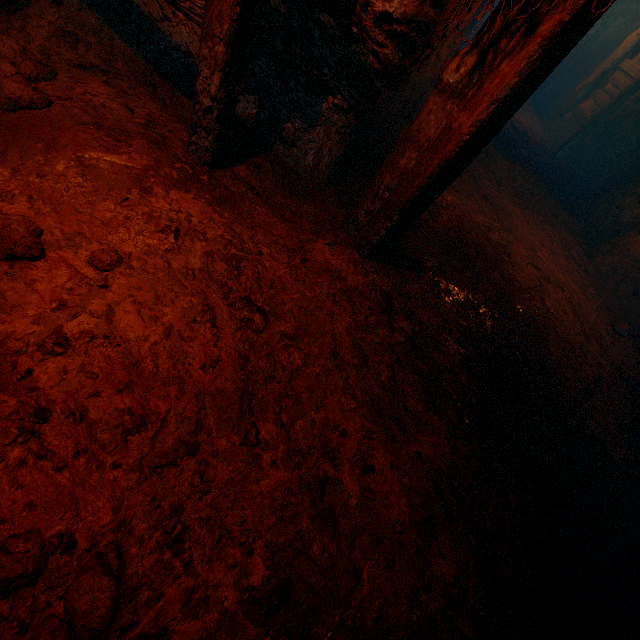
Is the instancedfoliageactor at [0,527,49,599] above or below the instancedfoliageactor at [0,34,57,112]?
below

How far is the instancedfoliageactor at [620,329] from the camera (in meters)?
4.84

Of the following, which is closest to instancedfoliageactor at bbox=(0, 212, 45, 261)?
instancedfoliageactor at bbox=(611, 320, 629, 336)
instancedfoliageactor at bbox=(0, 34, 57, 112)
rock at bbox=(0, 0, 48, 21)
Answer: instancedfoliageactor at bbox=(0, 34, 57, 112)

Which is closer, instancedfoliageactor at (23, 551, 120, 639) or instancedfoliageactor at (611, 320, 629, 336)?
instancedfoliageactor at (23, 551, 120, 639)

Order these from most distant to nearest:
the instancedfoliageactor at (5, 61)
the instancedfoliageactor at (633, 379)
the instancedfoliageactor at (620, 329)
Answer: the instancedfoliageactor at (620, 329)
the instancedfoliageactor at (633, 379)
the instancedfoliageactor at (5, 61)

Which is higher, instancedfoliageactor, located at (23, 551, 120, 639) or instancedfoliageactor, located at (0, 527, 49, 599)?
instancedfoliageactor, located at (0, 527, 49, 599)

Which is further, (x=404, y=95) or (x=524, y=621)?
(x=404, y=95)

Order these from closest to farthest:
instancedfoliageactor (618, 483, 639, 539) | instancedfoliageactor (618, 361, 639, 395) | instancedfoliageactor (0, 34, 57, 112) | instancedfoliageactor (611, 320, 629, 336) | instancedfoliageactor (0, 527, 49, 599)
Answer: instancedfoliageactor (0, 527, 49, 599)
instancedfoliageactor (0, 34, 57, 112)
instancedfoliageactor (618, 483, 639, 539)
instancedfoliageactor (618, 361, 639, 395)
instancedfoliageactor (611, 320, 629, 336)
